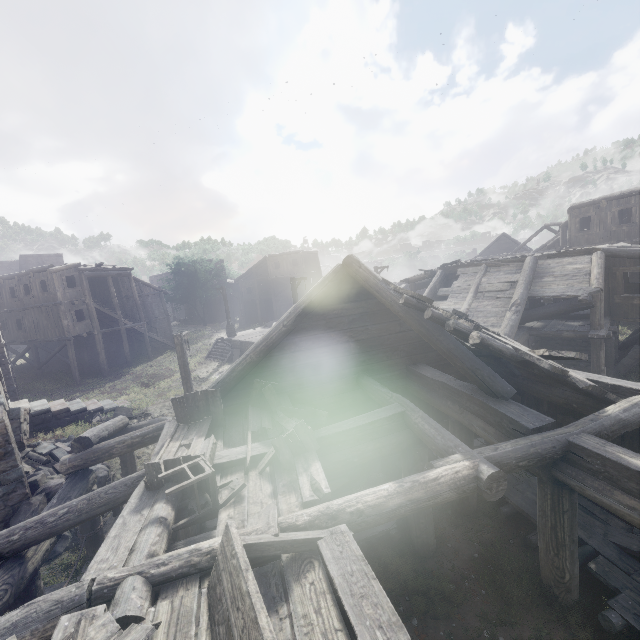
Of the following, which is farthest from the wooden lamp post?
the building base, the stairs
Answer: the stairs

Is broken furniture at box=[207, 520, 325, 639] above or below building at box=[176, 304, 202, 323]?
above

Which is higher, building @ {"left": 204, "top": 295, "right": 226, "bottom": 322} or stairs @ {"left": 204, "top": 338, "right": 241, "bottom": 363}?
building @ {"left": 204, "top": 295, "right": 226, "bottom": 322}

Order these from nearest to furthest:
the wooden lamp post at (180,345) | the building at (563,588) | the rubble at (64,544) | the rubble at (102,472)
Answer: the building at (563,588) < the rubble at (64,544) < the rubble at (102,472) < the wooden lamp post at (180,345)

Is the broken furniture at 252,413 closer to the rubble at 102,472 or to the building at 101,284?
the building at 101,284

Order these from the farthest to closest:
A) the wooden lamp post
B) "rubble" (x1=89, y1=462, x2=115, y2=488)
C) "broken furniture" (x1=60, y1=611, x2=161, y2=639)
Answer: the wooden lamp post < "rubble" (x1=89, y1=462, x2=115, y2=488) < "broken furniture" (x1=60, y1=611, x2=161, y2=639)

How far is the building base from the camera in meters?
26.7 m

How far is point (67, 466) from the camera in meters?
7.0 m
